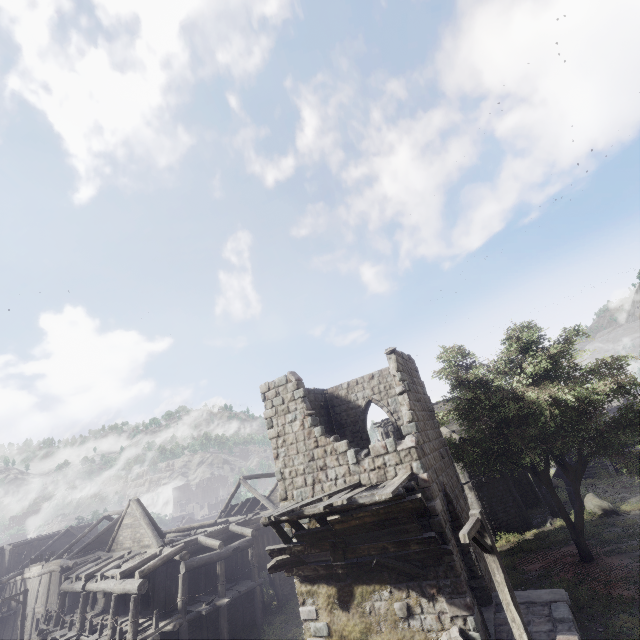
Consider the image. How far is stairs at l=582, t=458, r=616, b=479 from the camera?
28.9 meters

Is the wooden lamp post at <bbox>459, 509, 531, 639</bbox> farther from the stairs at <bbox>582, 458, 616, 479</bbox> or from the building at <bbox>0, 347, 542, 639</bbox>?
the stairs at <bbox>582, 458, 616, 479</bbox>

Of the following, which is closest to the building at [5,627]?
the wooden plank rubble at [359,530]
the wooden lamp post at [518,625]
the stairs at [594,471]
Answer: the wooden plank rubble at [359,530]

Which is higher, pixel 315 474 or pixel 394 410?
pixel 394 410

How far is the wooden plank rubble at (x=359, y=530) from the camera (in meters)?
9.41

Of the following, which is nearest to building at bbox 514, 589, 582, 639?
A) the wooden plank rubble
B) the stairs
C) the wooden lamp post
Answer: the wooden plank rubble
